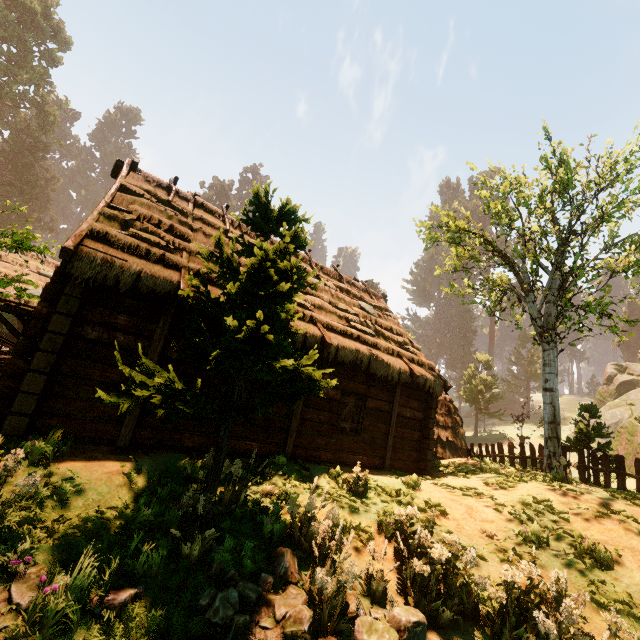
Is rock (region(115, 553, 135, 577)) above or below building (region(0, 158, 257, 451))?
below

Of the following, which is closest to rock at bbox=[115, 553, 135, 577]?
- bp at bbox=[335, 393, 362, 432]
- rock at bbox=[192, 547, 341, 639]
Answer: rock at bbox=[192, 547, 341, 639]

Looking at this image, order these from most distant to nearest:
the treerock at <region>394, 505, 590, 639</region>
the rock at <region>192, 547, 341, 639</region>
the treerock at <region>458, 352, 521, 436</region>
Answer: the treerock at <region>458, 352, 521, 436</region>, the treerock at <region>394, 505, 590, 639</region>, the rock at <region>192, 547, 341, 639</region>

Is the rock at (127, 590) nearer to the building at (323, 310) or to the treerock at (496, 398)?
the treerock at (496, 398)

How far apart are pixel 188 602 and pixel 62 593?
1.43m

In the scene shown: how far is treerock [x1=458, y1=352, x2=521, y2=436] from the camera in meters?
41.6

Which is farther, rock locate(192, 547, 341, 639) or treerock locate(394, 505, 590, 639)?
treerock locate(394, 505, 590, 639)

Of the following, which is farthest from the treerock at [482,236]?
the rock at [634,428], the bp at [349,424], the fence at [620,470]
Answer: the bp at [349,424]
